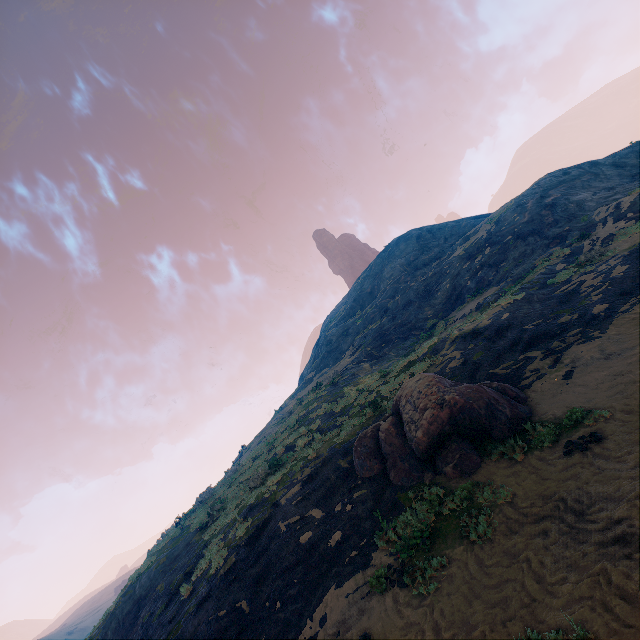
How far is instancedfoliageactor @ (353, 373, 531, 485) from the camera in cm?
898

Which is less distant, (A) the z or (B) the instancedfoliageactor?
(A) the z

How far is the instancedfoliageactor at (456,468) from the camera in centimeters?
898cm

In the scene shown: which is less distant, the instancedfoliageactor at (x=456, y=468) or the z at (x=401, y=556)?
the z at (x=401, y=556)

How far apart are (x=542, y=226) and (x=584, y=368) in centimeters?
1815cm
